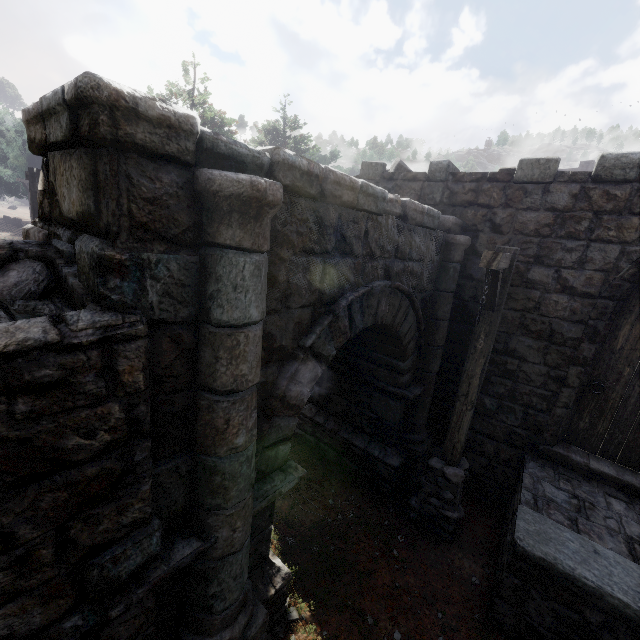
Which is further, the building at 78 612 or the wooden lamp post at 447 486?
the wooden lamp post at 447 486

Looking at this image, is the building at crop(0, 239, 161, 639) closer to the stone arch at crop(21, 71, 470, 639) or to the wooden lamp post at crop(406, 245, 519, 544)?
the stone arch at crop(21, 71, 470, 639)

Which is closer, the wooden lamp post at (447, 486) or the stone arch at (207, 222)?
the stone arch at (207, 222)

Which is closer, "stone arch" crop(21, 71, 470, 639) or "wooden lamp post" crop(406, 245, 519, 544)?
"stone arch" crop(21, 71, 470, 639)

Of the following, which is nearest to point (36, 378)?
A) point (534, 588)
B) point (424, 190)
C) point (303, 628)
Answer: point (303, 628)

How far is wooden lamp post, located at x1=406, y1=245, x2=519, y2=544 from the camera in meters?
4.2

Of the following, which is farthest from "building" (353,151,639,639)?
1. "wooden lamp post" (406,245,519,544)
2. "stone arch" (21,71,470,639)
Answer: "wooden lamp post" (406,245,519,544)
